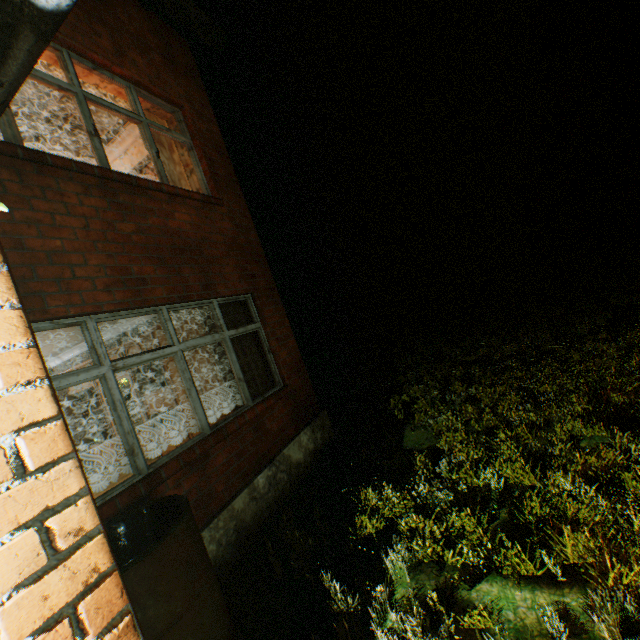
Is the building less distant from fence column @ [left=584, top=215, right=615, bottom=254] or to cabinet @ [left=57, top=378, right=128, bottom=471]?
cabinet @ [left=57, top=378, right=128, bottom=471]

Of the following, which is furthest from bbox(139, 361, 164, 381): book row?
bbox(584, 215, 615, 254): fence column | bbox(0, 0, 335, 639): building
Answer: bbox(584, 215, 615, 254): fence column

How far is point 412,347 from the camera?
11.63m

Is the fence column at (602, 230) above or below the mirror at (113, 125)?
below

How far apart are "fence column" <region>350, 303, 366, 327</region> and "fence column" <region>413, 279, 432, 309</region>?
4.70m

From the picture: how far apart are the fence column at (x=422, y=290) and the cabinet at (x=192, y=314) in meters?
21.1 m

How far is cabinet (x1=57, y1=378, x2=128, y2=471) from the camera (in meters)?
7.50

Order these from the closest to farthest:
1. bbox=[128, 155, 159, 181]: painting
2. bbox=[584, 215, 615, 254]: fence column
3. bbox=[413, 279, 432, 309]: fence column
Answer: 1. bbox=[128, 155, 159, 181]: painting
2. bbox=[584, 215, 615, 254]: fence column
3. bbox=[413, 279, 432, 309]: fence column
